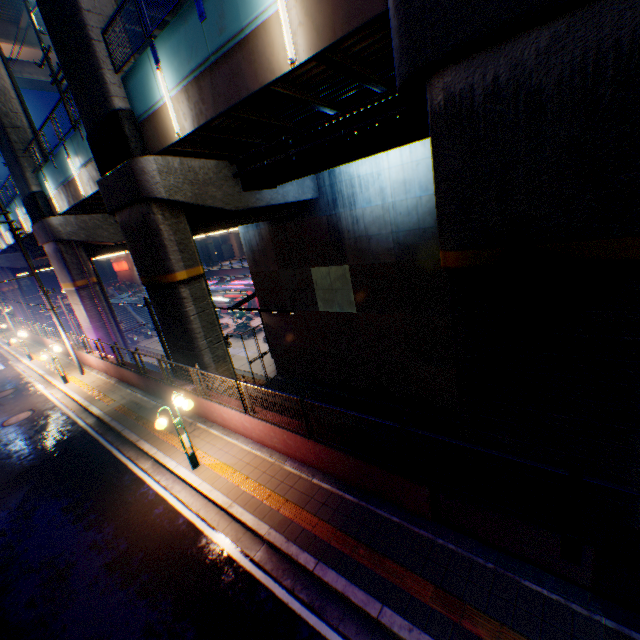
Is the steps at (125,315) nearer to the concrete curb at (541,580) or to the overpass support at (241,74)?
the overpass support at (241,74)

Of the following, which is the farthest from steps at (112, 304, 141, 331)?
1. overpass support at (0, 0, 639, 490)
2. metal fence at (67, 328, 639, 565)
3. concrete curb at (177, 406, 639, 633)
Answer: concrete curb at (177, 406, 639, 633)

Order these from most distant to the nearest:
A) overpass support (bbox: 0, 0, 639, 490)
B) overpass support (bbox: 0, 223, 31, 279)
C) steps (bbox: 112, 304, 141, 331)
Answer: steps (bbox: 112, 304, 141, 331)
overpass support (bbox: 0, 223, 31, 279)
overpass support (bbox: 0, 0, 639, 490)

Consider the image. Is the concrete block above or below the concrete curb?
above

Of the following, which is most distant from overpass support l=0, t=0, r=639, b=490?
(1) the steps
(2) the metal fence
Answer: (1) the steps

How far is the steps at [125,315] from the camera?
50.8m

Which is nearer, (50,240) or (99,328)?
(50,240)

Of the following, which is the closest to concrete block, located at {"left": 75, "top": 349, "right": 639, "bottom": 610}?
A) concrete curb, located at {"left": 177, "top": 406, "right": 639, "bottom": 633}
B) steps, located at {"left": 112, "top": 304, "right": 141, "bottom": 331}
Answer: concrete curb, located at {"left": 177, "top": 406, "right": 639, "bottom": 633}
